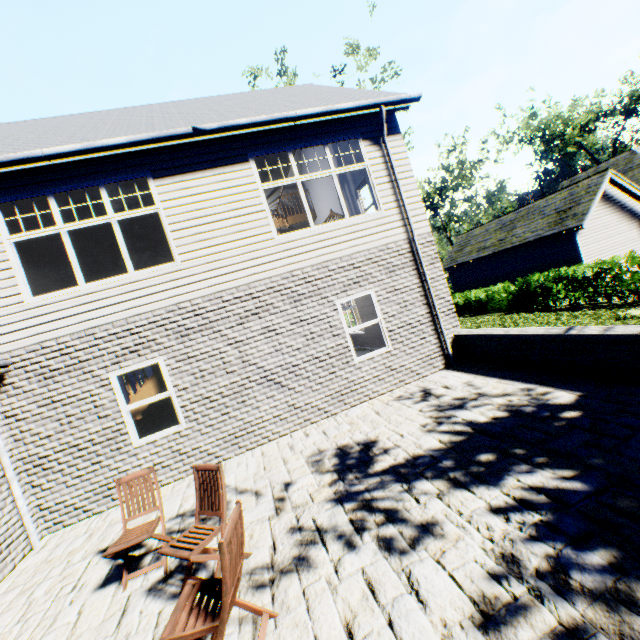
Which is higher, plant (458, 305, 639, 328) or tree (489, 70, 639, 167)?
tree (489, 70, 639, 167)

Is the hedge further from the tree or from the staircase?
the staircase

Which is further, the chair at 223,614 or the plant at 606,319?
the plant at 606,319

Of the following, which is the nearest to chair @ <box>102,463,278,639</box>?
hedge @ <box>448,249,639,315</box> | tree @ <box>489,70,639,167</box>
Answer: hedge @ <box>448,249,639,315</box>

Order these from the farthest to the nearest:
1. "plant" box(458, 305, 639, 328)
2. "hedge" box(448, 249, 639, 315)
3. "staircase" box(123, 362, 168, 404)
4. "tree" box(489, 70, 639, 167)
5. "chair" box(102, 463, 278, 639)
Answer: "tree" box(489, 70, 639, 167) → "hedge" box(448, 249, 639, 315) → "plant" box(458, 305, 639, 328) → "staircase" box(123, 362, 168, 404) → "chair" box(102, 463, 278, 639)

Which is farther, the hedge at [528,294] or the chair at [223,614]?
the hedge at [528,294]

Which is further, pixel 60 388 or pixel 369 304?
pixel 369 304

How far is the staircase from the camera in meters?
6.7
